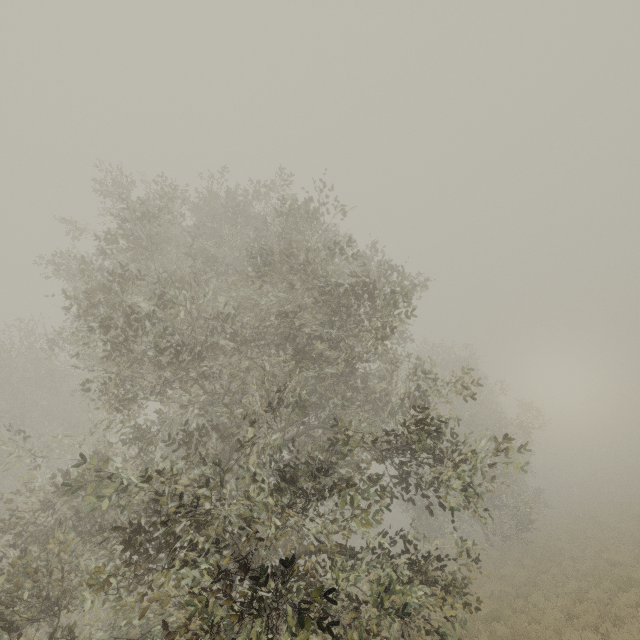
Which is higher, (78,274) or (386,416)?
(78,274)
